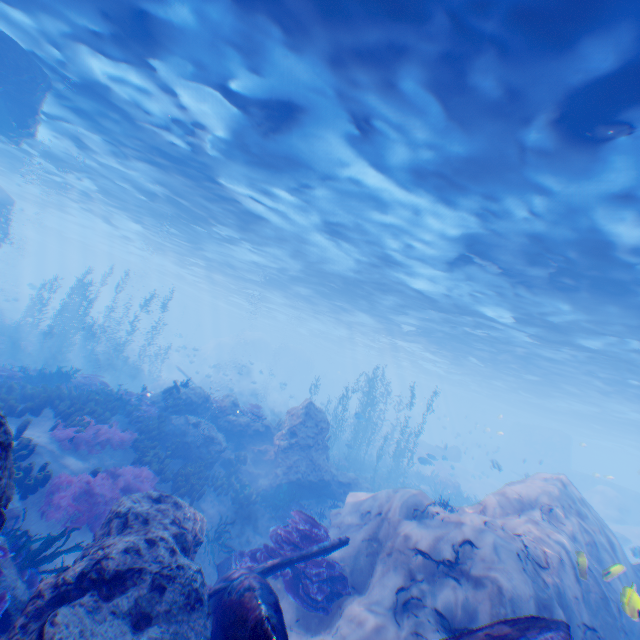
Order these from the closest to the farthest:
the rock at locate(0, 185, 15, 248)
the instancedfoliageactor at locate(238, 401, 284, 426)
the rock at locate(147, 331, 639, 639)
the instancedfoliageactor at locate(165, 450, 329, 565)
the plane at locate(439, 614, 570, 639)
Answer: the plane at locate(439, 614, 570, 639) → the rock at locate(147, 331, 639, 639) → the instancedfoliageactor at locate(165, 450, 329, 565) → the instancedfoliageactor at locate(238, 401, 284, 426) → the rock at locate(0, 185, 15, 248)

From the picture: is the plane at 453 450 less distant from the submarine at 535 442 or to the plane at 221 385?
the submarine at 535 442

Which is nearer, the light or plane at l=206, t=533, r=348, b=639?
plane at l=206, t=533, r=348, b=639

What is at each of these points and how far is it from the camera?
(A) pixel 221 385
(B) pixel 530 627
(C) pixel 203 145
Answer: (A) plane, 33.7m
(B) plane, 3.1m
(C) light, 12.6m

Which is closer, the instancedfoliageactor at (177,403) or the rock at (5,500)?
the rock at (5,500)

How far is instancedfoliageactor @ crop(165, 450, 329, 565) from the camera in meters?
8.0
